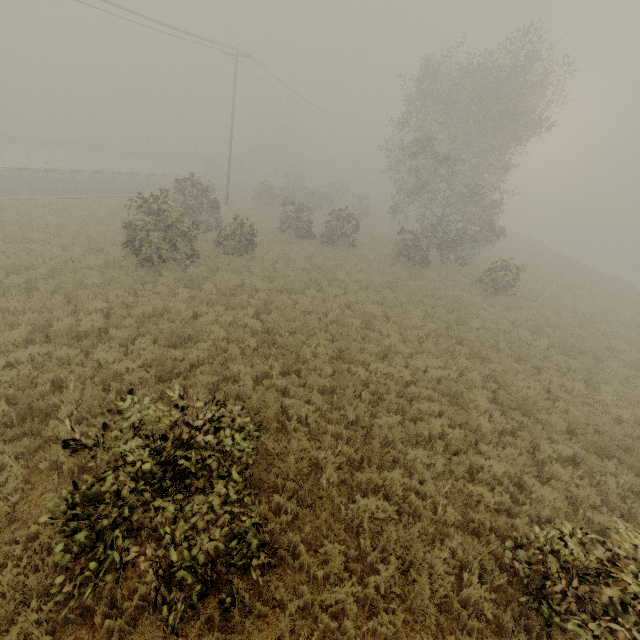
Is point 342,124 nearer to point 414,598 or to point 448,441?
point 448,441

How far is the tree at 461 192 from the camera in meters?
18.5 m

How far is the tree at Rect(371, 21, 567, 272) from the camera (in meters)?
18.53
